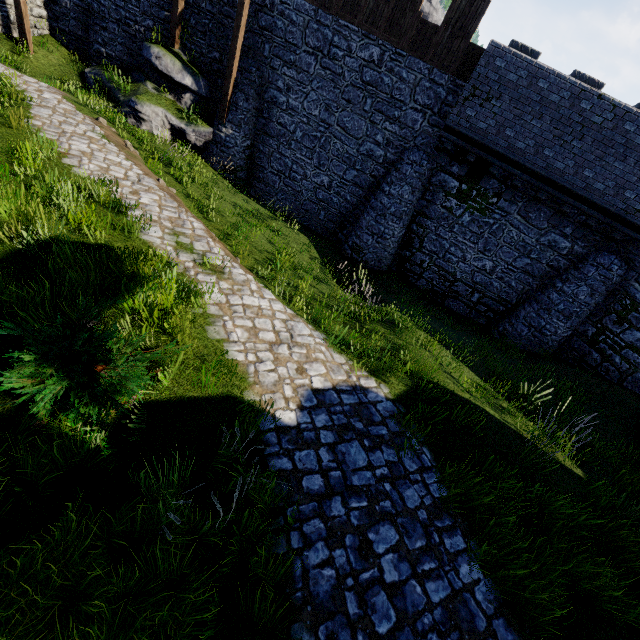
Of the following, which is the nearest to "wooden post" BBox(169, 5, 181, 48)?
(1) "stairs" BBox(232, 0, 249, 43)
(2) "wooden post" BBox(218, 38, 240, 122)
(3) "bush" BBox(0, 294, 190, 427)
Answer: (1) "stairs" BBox(232, 0, 249, 43)

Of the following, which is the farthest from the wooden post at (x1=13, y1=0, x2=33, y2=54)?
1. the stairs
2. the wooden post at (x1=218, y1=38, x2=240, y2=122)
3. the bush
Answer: the bush

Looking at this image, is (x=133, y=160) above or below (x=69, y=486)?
→ below

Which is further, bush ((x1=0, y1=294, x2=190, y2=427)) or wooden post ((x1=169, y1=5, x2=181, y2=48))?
wooden post ((x1=169, y1=5, x2=181, y2=48))

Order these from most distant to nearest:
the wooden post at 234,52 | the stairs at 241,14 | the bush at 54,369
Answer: the wooden post at 234,52 < the stairs at 241,14 < the bush at 54,369

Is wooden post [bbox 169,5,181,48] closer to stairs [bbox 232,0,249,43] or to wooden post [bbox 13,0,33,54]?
stairs [bbox 232,0,249,43]

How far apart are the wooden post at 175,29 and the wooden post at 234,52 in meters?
2.6 m

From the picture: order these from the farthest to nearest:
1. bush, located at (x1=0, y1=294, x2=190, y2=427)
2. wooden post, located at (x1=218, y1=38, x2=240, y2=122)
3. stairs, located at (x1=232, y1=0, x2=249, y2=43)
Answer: wooden post, located at (x1=218, y1=38, x2=240, y2=122), stairs, located at (x1=232, y1=0, x2=249, y2=43), bush, located at (x1=0, y1=294, x2=190, y2=427)
